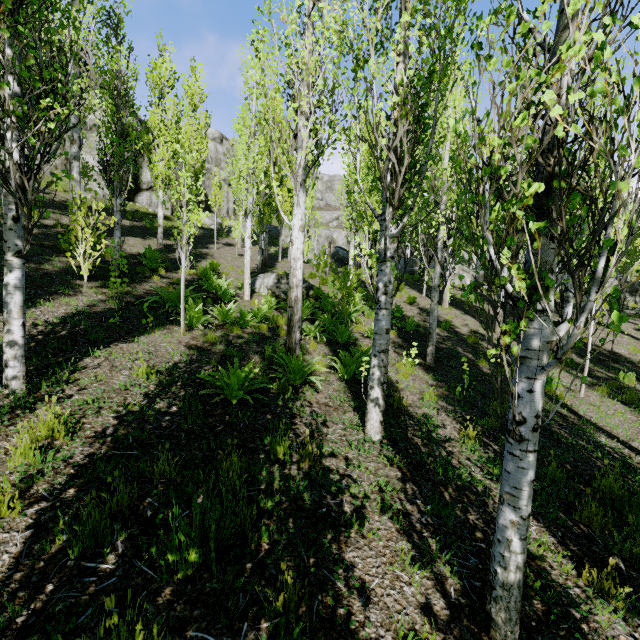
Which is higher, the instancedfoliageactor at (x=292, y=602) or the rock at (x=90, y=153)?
the rock at (x=90, y=153)

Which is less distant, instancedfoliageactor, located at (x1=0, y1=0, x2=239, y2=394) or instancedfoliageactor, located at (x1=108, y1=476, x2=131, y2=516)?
instancedfoliageactor, located at (x1=108, y1=476, x2=131, y2=516)

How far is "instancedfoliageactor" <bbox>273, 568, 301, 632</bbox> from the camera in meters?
2.0 m

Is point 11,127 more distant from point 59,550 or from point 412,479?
point 412,479

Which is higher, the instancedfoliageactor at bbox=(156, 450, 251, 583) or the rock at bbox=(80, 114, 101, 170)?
the rock at bbox=(80, 114, 101, 170)

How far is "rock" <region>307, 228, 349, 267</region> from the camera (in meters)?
26.95

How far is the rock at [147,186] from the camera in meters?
23.2

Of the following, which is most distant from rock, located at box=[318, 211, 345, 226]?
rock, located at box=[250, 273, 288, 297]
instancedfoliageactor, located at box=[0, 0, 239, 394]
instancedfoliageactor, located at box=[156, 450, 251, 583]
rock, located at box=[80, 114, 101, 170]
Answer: instancedfoliageactor, located at box=[156, 450, 251, 583]
